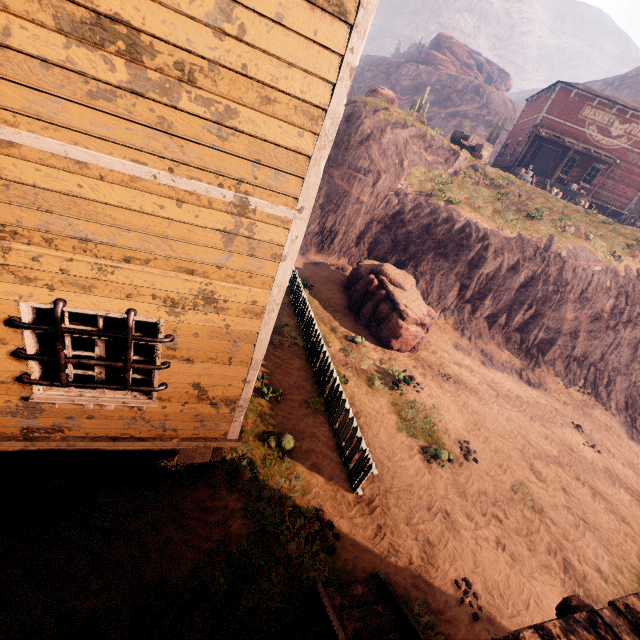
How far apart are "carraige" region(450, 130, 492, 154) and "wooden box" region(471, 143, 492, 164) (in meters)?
0.04

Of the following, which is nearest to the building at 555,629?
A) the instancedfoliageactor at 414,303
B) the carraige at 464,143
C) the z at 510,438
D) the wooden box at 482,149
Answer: the z at 510,438

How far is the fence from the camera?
6.5m

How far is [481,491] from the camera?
7.8m

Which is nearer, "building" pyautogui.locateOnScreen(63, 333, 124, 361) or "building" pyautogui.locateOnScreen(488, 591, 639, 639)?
"building" pyautogui.locateOnScreen(488, 591, 639, 639)

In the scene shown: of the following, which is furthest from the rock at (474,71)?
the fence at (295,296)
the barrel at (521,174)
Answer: the fence at (295,296)

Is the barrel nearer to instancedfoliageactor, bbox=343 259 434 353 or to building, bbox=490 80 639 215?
building, bbox=490 80 639 215
